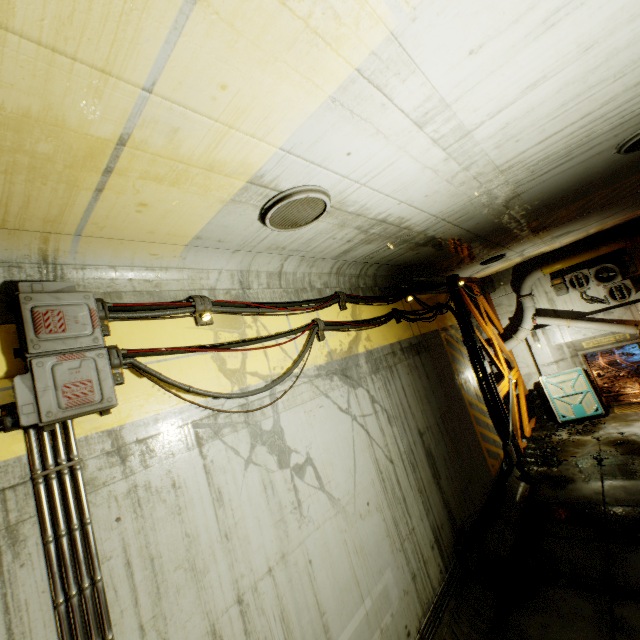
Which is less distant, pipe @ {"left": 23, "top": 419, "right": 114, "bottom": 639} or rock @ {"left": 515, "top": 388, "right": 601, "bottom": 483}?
pipe @ {"left": 23, "top": 419, "right": 114, "bottom": 639}

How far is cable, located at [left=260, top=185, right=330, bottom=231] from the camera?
3.3 meters

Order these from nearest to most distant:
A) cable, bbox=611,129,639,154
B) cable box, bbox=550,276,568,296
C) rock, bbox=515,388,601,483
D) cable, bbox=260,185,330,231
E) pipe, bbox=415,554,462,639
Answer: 1. cable, bbox=260,185,330,231
2. cable, bbox=611,129,639,154
3. pipe, bbox=415,554,462,639
4. rock, bbox=515,388,601,483
5. cable box, bbox=550,276,568,296

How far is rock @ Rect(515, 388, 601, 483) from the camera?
10.3 meters

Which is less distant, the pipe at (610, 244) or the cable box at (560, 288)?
the pipe at (610, 244)

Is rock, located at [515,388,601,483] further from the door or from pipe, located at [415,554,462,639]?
pipe, located at [415,554,462,639]

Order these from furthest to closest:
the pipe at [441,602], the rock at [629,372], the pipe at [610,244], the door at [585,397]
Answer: the rock at [629,372] → the door at [585,397] → the pipe at [610,244] → the pipe at [441,602]

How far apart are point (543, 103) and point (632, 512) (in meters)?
9.32
